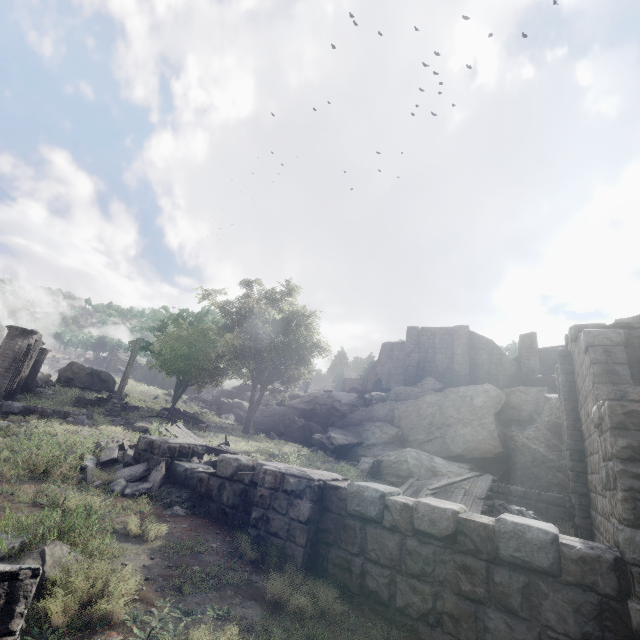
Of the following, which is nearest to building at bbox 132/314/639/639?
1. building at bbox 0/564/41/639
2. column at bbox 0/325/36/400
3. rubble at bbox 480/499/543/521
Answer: rubble at bbox 480/499/543/521

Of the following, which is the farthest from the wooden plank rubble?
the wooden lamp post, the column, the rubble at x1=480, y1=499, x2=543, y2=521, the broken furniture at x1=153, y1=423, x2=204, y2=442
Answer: the column

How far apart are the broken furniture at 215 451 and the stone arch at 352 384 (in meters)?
37.61

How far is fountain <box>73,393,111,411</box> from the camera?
19.7 meters

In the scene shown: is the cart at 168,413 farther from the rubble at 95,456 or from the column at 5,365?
the rubble at 95,456

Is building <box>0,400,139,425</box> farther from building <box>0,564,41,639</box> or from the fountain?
building <box>0,564,41,639</box>

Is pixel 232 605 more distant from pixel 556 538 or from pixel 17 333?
pixel 17 333

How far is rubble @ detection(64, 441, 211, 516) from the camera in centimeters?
693cm
